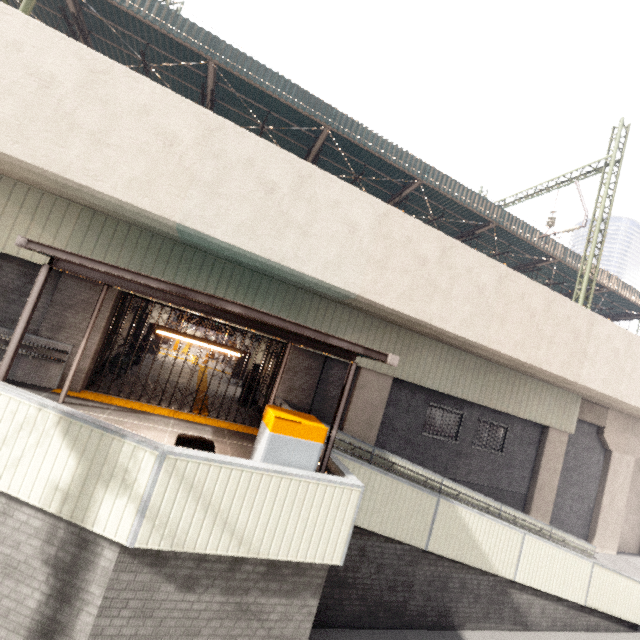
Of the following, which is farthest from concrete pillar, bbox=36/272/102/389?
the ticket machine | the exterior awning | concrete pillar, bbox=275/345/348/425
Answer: the ticket machine

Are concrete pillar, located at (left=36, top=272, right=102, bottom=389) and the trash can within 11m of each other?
yes

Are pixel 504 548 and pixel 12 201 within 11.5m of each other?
no

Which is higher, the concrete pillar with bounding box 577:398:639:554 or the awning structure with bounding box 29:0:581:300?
the awning structure with bounding box 29:0:581:300

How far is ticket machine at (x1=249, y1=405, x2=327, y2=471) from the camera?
4.7m

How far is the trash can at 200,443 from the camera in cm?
449

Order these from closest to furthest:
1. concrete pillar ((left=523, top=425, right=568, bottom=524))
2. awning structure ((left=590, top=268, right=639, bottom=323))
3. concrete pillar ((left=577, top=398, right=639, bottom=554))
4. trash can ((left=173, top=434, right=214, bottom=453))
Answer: trash can ((left=173, top=434, right=214, bottom=453)) → concrete pillar ((left=523, top=425, right=568, bottom=524)) → concrete pillar ((left=577, top=398, right=639, bottom=554)) → awning structure ((left=590, top=268, right=639, bottom=323))

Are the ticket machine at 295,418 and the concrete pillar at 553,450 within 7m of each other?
no
